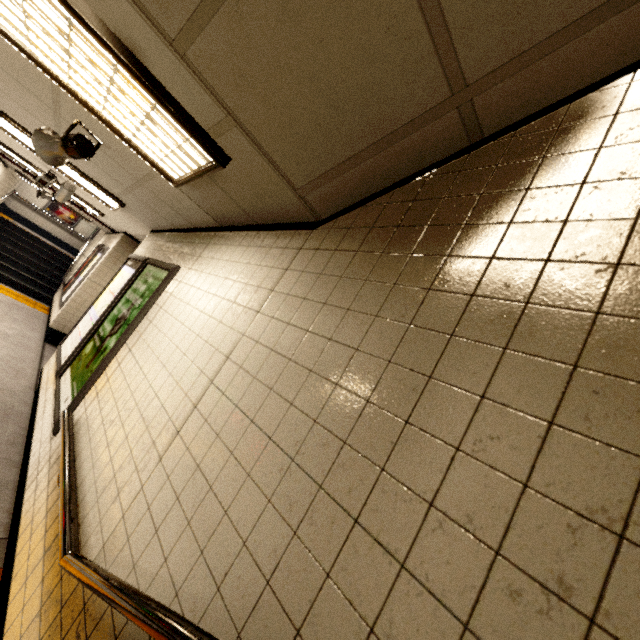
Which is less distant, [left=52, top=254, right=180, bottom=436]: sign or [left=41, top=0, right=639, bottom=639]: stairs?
[left=41, top=0, right=639, bottom=639]: stairs

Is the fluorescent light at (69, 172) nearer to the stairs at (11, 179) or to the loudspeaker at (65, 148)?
the loudspeaker at (65, 148)

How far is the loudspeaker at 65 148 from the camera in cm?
254

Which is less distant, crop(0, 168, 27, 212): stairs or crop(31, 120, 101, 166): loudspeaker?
crop(31, 120, 101, 166): loudspeaker

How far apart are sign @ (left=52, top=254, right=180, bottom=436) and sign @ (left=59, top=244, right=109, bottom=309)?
4.77m

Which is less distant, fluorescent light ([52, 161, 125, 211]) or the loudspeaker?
the loudspeaker

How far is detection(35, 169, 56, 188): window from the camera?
5.3 meters

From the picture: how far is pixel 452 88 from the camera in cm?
121
